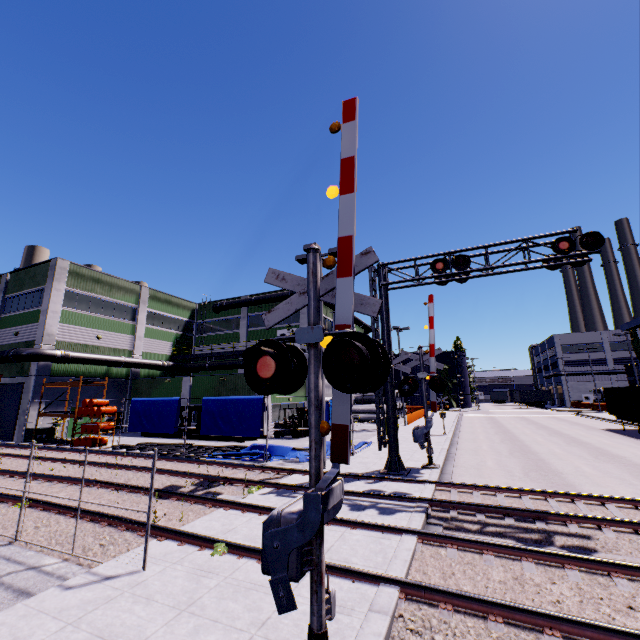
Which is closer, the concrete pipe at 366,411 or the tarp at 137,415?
the tarp at 137,415

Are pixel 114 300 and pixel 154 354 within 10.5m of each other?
yes

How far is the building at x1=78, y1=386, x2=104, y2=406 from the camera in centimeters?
2812cm

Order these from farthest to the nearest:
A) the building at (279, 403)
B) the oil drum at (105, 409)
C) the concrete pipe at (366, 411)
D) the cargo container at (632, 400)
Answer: the concrete pipe at (366, 411), the building at (279, 403), the cargo container at (632, 400), the oil drum at (105, 409)

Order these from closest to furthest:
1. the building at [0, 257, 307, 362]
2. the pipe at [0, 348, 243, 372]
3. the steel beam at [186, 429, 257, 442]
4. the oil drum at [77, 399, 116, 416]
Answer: the oil drum at [77, 399, 116, 416] < the steel beam at [186, 429, 257, 442] < the pipe at [0, 348, 243, 372] < the building at [0, 257, 307, 362]

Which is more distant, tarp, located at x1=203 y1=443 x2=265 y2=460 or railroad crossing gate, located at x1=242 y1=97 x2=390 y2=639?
tarp, located at x1=203 y1=443 x2=265 y2=460

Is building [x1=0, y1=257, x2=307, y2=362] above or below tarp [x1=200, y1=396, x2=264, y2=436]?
above

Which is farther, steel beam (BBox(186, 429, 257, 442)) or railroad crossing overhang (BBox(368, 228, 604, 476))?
steel beam (BBox(186, 429, 257, 442))
